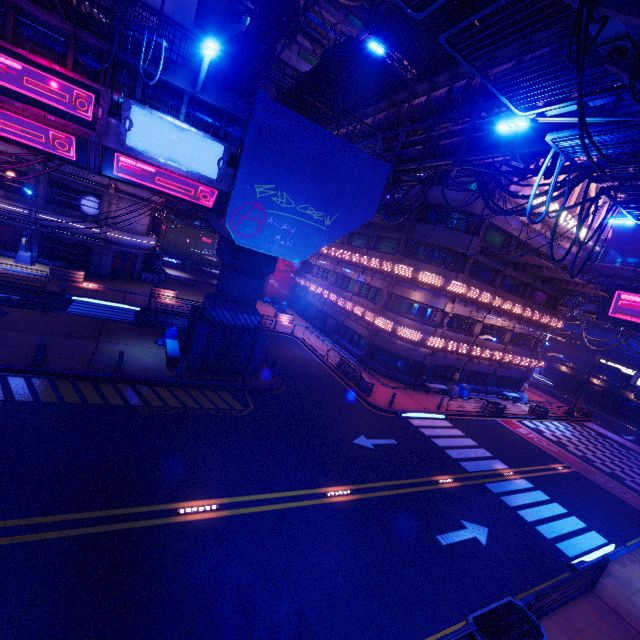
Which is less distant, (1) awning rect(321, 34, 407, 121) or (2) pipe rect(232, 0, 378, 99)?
(1) awning rect(321, 34, 407, 121)

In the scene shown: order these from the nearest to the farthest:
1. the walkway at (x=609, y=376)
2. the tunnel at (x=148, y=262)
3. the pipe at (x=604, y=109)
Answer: the pipe at (x=604, y=109), the tunnel at (x=148, y=262), the walkway at (x=609, y=376)

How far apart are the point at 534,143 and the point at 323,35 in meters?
21.8

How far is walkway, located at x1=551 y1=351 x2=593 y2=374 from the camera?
53.7m

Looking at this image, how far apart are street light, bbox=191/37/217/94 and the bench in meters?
11.8 m

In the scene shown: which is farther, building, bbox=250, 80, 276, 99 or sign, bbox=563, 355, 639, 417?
building, bbox=250, 80, 276, 99

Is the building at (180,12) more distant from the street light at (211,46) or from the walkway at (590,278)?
the walkway at (590,278)

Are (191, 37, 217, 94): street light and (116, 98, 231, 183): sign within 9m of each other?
yes
